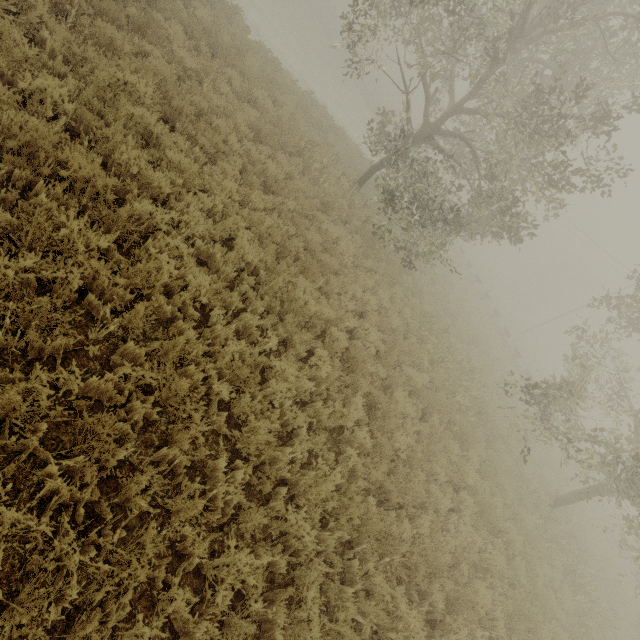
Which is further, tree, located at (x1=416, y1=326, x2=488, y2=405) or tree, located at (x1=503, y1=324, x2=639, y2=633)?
tree, located at (x1=416, y1=326, x2=488, y2=405)

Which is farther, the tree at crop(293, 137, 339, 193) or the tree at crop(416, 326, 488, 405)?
the tree at crop(293, 137, 339, 193)

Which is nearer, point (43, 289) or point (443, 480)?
point (43, 289)

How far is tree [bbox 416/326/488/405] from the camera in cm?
1084

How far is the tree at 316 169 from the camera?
11.4m
